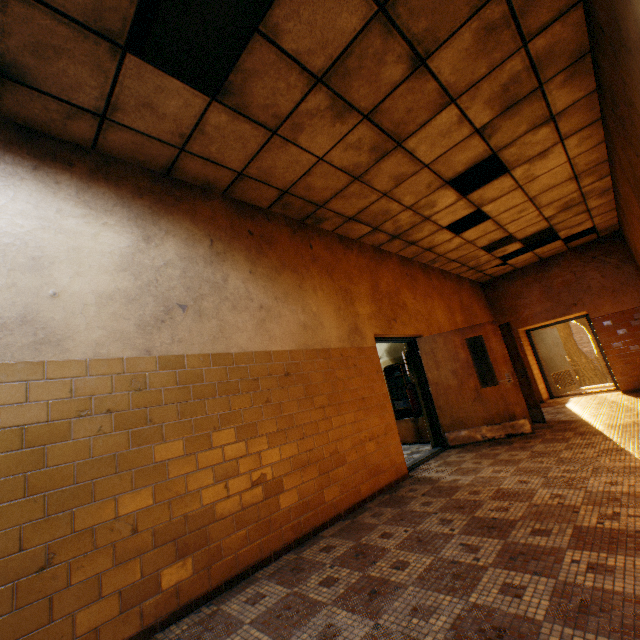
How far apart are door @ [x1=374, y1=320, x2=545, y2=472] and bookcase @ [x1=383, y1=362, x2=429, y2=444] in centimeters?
58cm

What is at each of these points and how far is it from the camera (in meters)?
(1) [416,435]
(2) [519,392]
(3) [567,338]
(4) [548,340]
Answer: (1) bookcase, 7.12
(2) door, 5.83
(3) tree, 18.72
(4) door, 10.70

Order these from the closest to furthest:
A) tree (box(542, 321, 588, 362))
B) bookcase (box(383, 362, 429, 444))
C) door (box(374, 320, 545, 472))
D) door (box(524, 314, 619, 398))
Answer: door (box(374, 320, 545, 472)) < bookcase (box(383, 362, 429, 444)) < door (box(524, 314, 619, 398)) < tree (box(542, 321, 588, 362))

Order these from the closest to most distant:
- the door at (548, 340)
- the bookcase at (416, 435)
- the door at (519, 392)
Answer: the door at (519, 392)
the bookcase at (416, 435)
the door at (548, 340)

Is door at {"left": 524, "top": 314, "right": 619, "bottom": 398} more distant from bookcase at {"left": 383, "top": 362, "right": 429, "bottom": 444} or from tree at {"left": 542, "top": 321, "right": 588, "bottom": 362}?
tree at {"left": 542, "top": 321, "right": 588, "bottom": 362}

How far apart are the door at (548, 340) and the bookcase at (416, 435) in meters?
5.2 m

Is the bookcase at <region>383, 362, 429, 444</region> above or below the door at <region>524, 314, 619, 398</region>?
below

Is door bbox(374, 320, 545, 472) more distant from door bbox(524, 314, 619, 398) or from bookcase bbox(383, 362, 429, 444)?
door bbox(524, 314, 619, 398)
